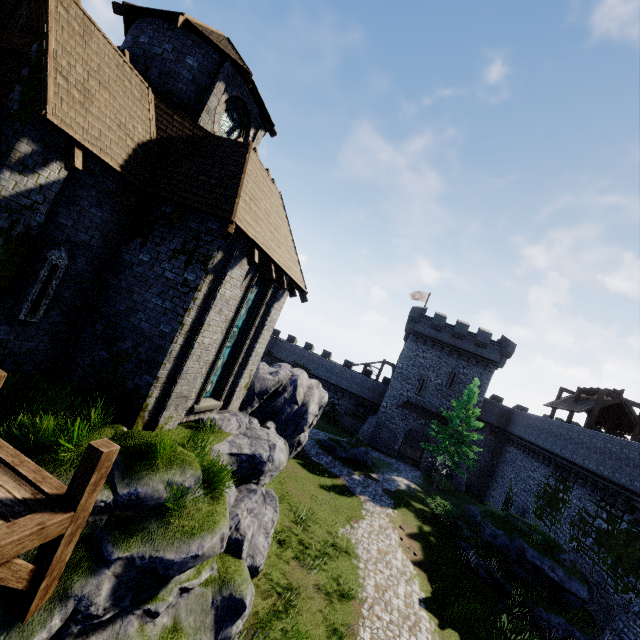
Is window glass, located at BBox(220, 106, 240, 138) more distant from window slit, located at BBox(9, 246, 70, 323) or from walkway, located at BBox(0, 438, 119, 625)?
walkway, located at BBox(0, 438, 119, 625)

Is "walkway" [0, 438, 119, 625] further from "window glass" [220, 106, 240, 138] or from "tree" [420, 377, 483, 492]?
"tree" [420, 377, 483, 492]

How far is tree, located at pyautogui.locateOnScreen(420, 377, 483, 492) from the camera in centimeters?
2712cm

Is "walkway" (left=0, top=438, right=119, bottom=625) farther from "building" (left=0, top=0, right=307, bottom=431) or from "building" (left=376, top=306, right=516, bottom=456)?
"building" (left=376, top=306, right=516, bottom=456)

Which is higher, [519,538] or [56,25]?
[56,25]

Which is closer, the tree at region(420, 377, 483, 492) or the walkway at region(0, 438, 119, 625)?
the walkway at region(0, 438, 119, 625)

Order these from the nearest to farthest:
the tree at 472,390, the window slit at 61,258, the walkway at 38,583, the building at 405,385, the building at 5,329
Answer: the walkway at 38,583 < the building at 5,329 < the window slit at 61,258 < the tree at 472,390 < the building at 405,385

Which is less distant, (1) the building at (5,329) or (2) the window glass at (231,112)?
(1) the building at (5,329)
